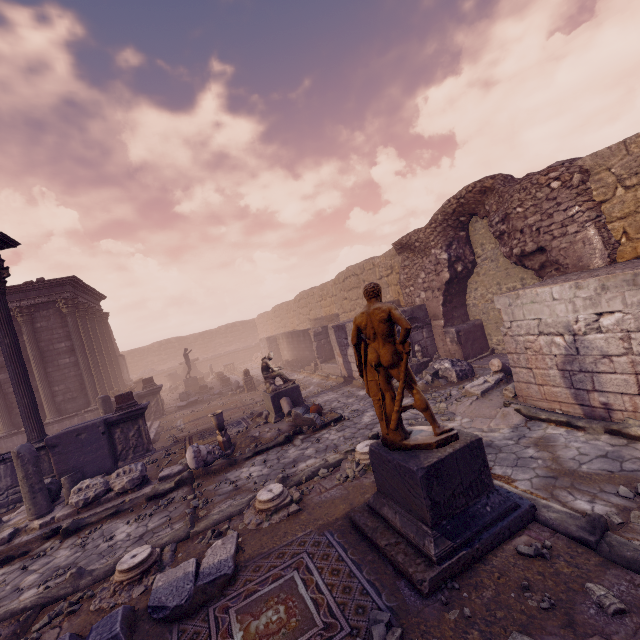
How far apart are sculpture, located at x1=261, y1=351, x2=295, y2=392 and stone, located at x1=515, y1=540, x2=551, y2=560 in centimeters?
806cm

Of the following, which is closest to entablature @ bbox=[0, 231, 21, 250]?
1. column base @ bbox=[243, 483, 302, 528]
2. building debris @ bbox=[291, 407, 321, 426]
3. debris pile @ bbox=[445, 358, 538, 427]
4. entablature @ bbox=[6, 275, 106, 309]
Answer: entablature @ bbox=[6, 275, 106, 309]

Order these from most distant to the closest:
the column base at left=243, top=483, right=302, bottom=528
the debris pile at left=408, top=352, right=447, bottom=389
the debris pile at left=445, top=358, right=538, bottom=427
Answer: the debris pile at left=408, top=352, right=447, bottom=389 → the debris pile at left=445, top=358, right=538, bottom=427 → the column base at left=243, top=483, right=302, bottom=528

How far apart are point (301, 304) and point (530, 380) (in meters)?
20.18

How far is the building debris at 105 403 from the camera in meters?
12.6 m

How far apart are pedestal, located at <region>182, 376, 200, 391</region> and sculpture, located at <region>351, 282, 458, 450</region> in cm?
1946

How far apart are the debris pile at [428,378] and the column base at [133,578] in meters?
7.6 m

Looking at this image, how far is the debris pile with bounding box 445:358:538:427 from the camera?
6.7m
